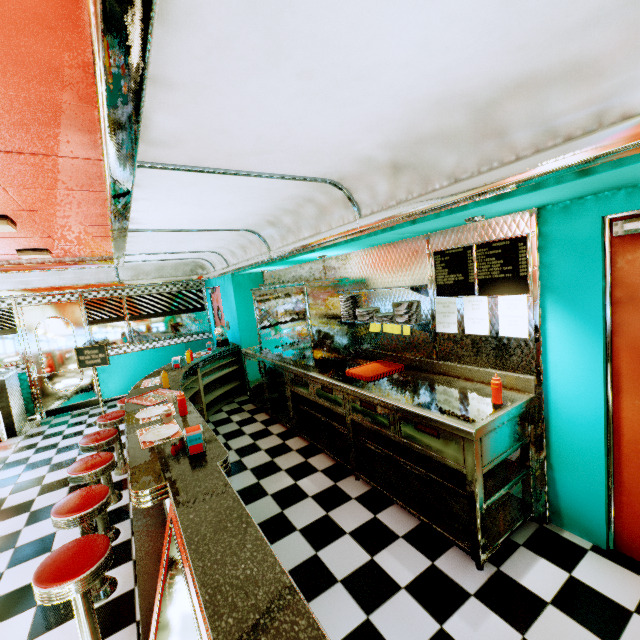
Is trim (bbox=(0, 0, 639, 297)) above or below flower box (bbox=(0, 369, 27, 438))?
above

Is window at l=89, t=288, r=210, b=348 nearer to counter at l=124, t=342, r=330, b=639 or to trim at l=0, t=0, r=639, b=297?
trim at l=0, t=0, r=639, b=297

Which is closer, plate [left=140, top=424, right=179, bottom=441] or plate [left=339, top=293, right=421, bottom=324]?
plate [left=140, top=424, right=179, bottom=441]

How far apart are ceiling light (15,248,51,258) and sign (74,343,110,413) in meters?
2.1

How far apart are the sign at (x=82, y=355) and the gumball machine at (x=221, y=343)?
2.2 meters

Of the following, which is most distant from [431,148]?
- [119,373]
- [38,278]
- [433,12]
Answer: [119,373]

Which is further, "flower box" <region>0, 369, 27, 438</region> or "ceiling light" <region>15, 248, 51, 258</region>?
"flower box" <region>0, 369, 27, 438</region>

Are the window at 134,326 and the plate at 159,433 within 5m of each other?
no
